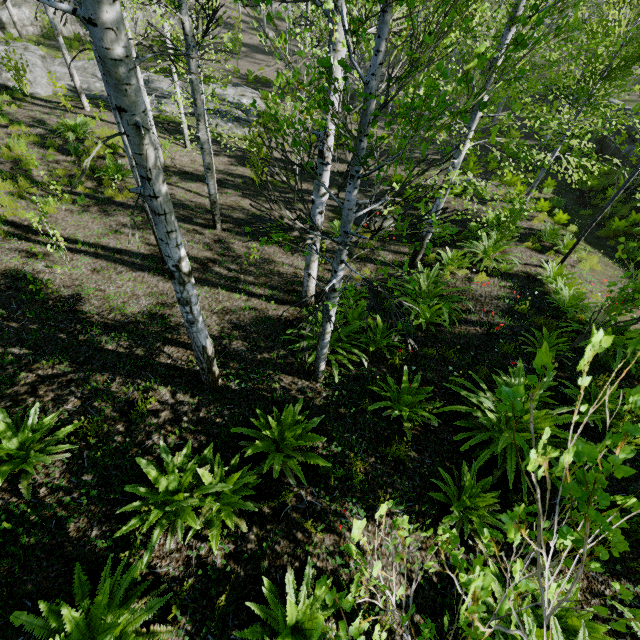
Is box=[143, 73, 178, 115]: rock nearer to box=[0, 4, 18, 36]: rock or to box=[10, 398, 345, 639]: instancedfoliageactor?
box=[10, 398, 345, 639]: instancedfoliageactor

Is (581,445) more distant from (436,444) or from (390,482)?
(436,444)

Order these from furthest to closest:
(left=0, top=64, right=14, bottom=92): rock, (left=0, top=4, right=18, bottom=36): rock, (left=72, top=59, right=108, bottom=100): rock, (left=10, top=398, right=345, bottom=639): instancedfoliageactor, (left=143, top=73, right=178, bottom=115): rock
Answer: (left=0, top=4, right=18, bottom=36): rock
(left=143, top=73, right=178, bottom=115): rock
(left=72, top=59, right=108, bottom=100): rock
(left=0, top=64, right=14, bottom=92): rock
(left=10, top=398, right=345, bottom=639): instancedfoliageactor

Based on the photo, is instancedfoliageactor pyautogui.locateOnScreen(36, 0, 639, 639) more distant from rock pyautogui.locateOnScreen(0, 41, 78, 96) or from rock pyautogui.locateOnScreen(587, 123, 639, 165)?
rock pyautogui.locateOnScreen(0, 41, 78, 96)

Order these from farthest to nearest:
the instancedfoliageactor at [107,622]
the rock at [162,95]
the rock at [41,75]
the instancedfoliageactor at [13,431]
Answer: the rock at [162,95] → the rock at [41,75] → the instancedfoliageactor at [13,431] → the instancedfoliageactor at [107,622]

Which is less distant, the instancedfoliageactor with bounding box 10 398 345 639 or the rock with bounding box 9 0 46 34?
the instancedfoliageactor with bounding box 10 398 345 639

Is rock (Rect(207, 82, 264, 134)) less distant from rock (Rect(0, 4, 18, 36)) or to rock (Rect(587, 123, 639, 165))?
rock (Rect(0, 4, 18, 36))

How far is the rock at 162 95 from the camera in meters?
16.3 m
